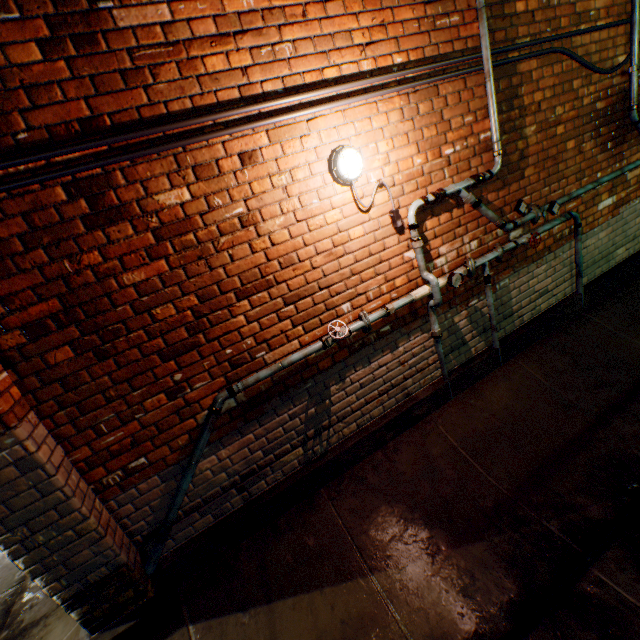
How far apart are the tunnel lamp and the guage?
0.68m

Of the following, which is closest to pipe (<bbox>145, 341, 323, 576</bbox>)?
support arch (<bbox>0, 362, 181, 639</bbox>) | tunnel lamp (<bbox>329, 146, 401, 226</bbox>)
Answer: support arch (<bbox>0, 362, 181, 639</bbox>)

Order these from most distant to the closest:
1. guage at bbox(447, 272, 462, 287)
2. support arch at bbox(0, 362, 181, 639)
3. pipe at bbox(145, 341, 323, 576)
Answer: guage at bbox(447, 272, 462, 287), pipe at bbox(145, 341, 323, 576), support arch at bbox(0, 362, 181, 639)

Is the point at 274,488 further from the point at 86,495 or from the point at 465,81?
the point at 465,81

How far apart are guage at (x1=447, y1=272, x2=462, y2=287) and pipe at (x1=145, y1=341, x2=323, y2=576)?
1.26m

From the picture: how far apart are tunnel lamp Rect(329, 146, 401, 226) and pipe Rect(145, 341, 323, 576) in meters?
1.1

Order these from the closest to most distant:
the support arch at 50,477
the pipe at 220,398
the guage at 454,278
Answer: the support arch at 50,477 < the pipe at 220,398 < the guage at 454,278

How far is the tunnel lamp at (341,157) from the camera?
2.33m
